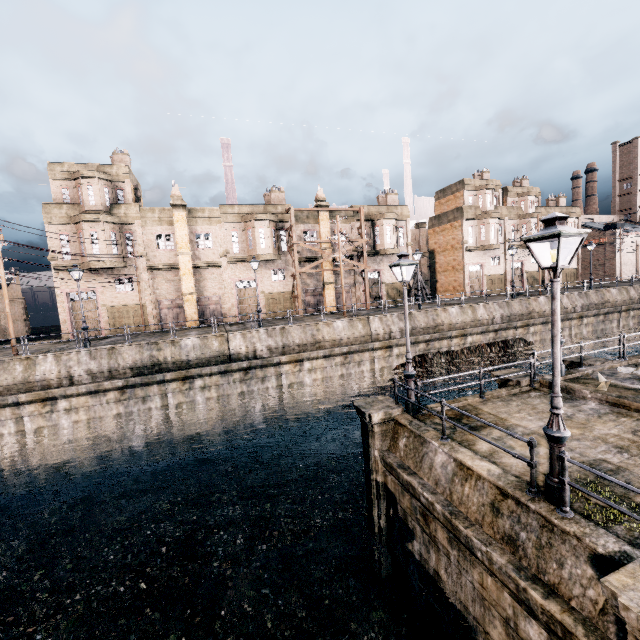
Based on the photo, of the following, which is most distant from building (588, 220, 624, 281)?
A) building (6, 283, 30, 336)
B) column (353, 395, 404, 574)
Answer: building (6, 283, 30, 336)

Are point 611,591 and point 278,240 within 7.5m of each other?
no

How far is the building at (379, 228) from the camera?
38.9m

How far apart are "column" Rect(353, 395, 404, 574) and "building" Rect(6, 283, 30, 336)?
47.6 meters

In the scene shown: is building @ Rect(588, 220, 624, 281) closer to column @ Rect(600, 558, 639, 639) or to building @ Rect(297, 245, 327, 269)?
building @ Rect(297, 245, 327, 269)

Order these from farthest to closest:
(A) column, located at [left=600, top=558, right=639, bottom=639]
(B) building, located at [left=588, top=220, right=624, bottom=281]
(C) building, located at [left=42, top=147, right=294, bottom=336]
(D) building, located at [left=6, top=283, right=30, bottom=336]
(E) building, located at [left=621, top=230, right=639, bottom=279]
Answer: (E) building, located at [left=621, top=230, right=639, bottom=279] → (B) building, located at [left=588, top=220, right=624, bottom=281] → (D) building, located at [left=6, top=283, right=30, bottom=336] → (C) building, located at [left=42, top=147, right=294, bottom=336] → (A) column, located at [left=600, top=558, right=639, bottom=639]

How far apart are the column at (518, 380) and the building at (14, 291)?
52.2 meters

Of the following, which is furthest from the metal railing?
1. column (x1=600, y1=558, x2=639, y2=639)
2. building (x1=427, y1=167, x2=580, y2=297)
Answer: building (x1=427, y1=167, x2=580, y2=297)
